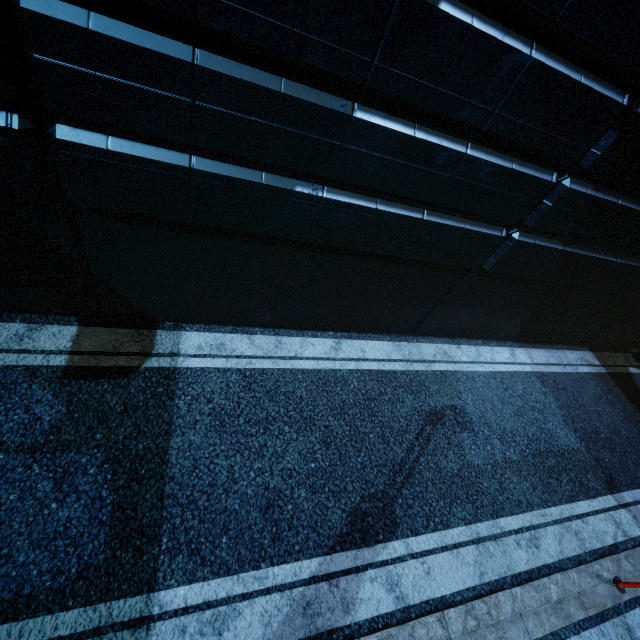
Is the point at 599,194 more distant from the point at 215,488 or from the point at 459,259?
the point at 215,488
